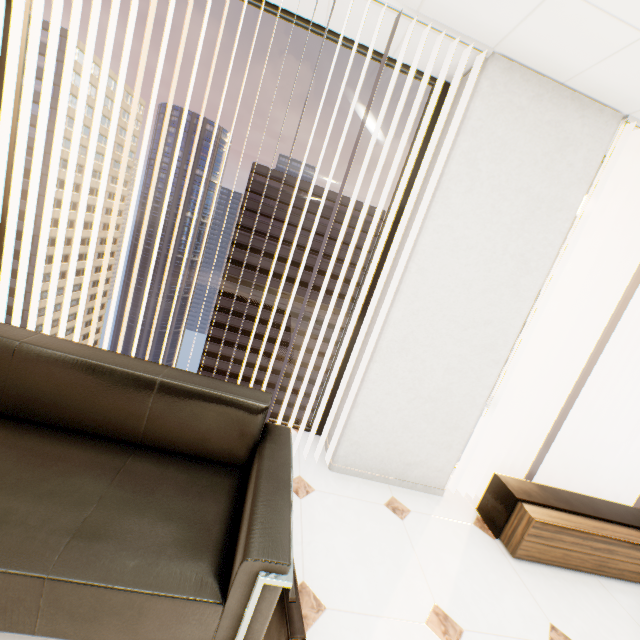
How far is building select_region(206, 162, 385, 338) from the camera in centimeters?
5516cm

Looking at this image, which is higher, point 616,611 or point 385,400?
point 385,400

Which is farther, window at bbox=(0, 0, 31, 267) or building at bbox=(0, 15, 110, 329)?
building at bbox=(0, 15, 110, 329)

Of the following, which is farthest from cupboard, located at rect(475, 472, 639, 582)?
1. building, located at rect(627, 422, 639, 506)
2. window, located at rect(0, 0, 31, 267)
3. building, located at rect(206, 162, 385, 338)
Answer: building, located at rect(627, 422, 639, 506)

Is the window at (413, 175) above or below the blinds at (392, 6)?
below

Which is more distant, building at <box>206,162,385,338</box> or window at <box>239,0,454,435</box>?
building at <box>206,162,385,338</box>

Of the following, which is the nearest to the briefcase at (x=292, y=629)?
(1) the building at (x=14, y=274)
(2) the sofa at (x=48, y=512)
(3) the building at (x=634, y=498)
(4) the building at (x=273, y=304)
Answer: (2) the sofa at (x=48, y=512)

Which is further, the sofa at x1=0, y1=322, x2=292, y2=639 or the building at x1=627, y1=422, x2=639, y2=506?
the building at x1=627, y1=422, x2=639, y2=506
